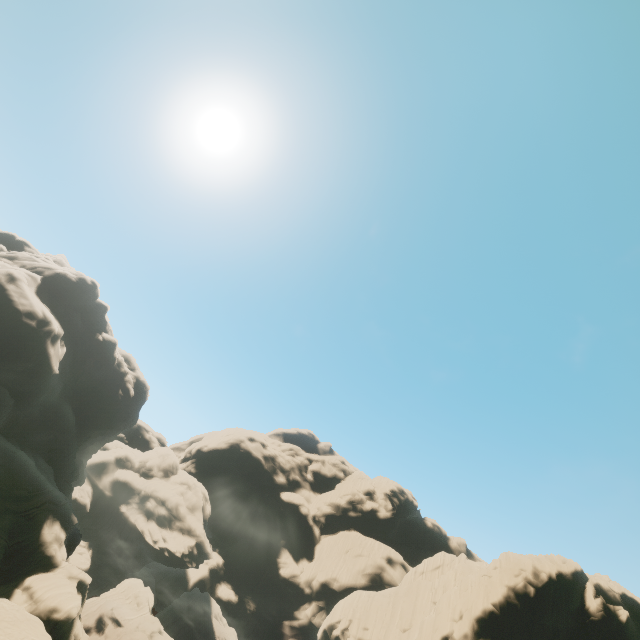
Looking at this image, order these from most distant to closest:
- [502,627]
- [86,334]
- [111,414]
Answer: [111,414]
[86,334]
[502,627]

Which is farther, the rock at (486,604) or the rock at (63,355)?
the rock at (486,604)

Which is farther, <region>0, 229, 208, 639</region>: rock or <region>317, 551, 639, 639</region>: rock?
<region>317, 551, 639, 639</region>: rock
